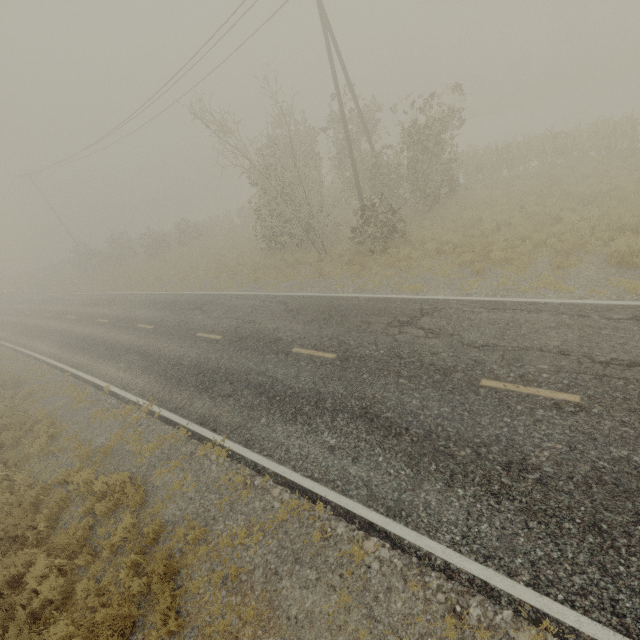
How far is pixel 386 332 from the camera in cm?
1002
